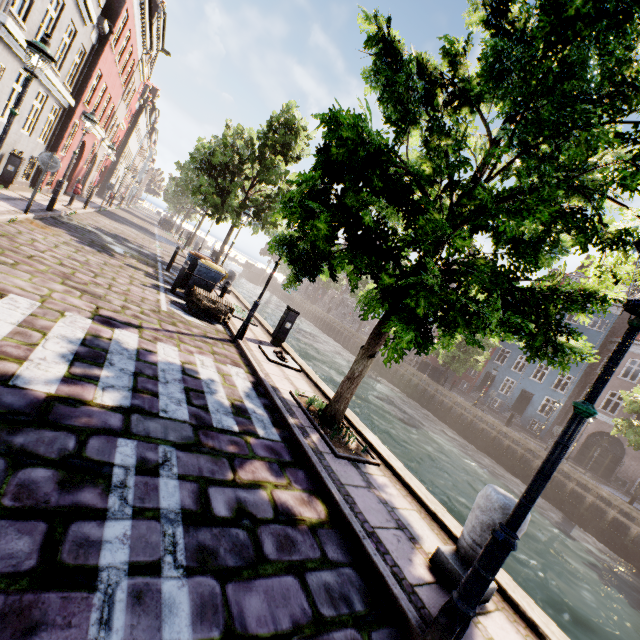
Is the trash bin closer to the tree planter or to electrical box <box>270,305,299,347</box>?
electrical box <box>270,305,299,347</box>

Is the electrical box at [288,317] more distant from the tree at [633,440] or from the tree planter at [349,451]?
the tree planter at [349,451]

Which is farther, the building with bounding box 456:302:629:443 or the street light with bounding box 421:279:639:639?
the building with bounding box 456:302:629:443

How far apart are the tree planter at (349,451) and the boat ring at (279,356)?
1.6 meters

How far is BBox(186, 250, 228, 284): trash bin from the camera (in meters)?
10.35

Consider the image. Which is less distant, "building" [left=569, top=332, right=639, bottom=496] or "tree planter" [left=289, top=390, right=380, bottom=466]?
"tree planter" [left=289, top=390, right=380, bottom=466]

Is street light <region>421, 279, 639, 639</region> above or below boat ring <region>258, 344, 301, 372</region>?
above

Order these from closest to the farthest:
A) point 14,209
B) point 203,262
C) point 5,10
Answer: point 5,10, point 14,209, point 203,262
